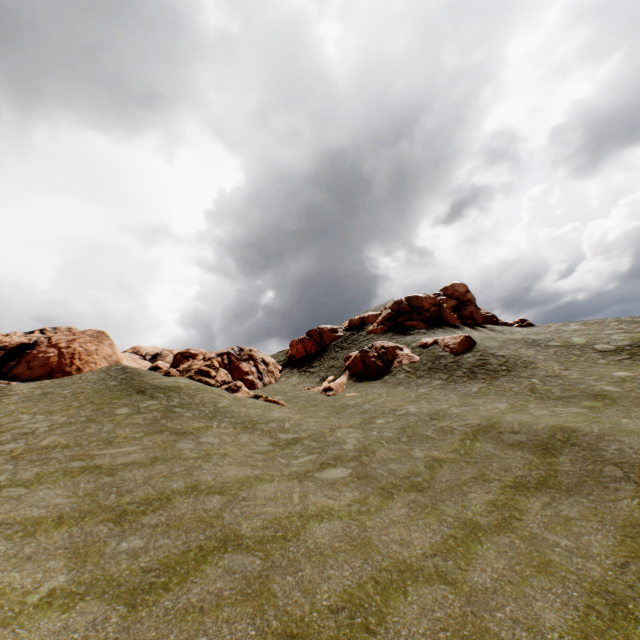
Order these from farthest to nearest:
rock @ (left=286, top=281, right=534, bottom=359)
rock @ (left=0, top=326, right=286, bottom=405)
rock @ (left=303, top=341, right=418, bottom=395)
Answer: rock @ (left=286, top=281, right=534, bottom=359) → rock @ (left=303, top=341, right=418, bottom=395) → rock @ (left=0, top=326, right=286, bottom=405)

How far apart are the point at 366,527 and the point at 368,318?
34.43m

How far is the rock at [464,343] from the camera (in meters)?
28.67

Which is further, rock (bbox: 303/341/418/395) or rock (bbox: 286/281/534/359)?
rock (bbox: 286/281/534/359)

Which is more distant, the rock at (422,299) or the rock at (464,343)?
the rock at (422,299)

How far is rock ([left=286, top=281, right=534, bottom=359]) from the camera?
39.5m
